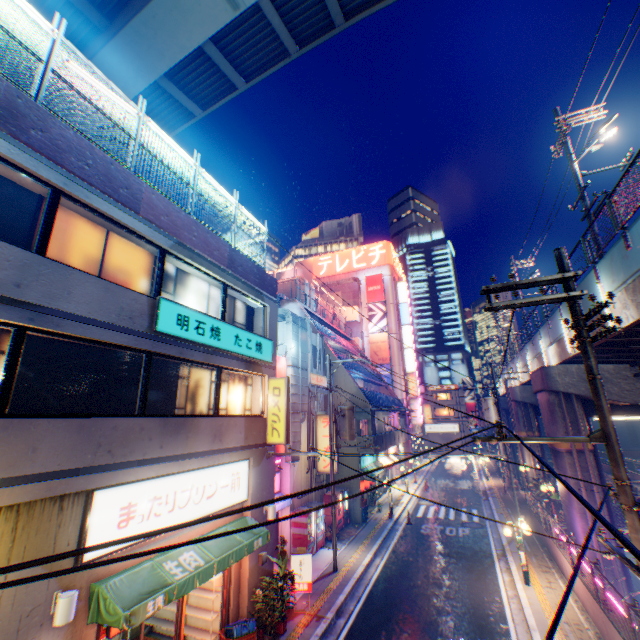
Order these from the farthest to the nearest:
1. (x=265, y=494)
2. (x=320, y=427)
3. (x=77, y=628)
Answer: (x=320, y=427) < (x=265, y=494) < (x=77, y=628)

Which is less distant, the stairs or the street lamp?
the street lamp

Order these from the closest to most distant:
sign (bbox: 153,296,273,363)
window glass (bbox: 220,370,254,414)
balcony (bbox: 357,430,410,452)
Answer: sign (bbox: 153,296,273,363)
window glass (bbox: 220,370,254,414)
balcony (bbox: 357,430,410,452)

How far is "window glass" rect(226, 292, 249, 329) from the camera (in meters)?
12.29

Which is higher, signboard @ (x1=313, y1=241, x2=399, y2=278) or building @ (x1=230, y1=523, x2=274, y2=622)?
signboard @ (x1=313, y1=241, x2=399, y2=278)

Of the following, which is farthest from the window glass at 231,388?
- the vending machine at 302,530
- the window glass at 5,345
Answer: A: the vending machine at 302,530

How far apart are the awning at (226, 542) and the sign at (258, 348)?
5.20m

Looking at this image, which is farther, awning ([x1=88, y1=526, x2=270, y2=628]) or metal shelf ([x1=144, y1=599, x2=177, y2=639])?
metal shelf ([x1=144, y1=599, x2=177, y2=639])
